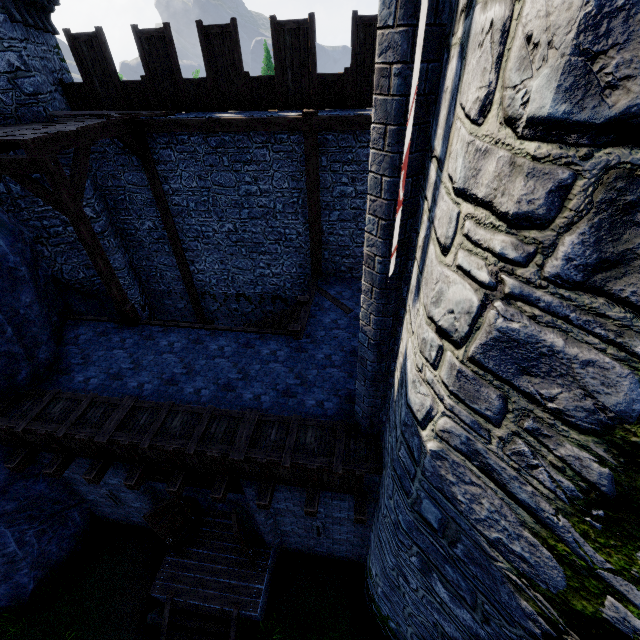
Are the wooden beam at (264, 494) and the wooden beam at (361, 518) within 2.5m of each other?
yes

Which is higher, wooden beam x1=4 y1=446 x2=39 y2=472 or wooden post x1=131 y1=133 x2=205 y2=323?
wooden post x1=131 y1=133 x2=205 y2=323

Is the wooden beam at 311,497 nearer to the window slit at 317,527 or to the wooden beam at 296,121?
the window slit at 317,527

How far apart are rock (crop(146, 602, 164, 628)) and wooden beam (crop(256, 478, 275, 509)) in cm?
532

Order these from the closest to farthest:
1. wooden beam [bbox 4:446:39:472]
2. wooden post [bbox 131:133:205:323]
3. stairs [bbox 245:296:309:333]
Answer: wooden beam [bbox 4:446:39:472], stairs [bbox 245:296:309:333], wooden post [bbox 131:133:205:323]

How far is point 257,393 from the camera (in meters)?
7.64

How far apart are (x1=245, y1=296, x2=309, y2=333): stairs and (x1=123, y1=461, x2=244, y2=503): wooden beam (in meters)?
3.52

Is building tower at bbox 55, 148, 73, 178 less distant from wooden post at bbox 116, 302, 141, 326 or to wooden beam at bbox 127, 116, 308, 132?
wooden beam at bbox 127, 116, 308, 132
